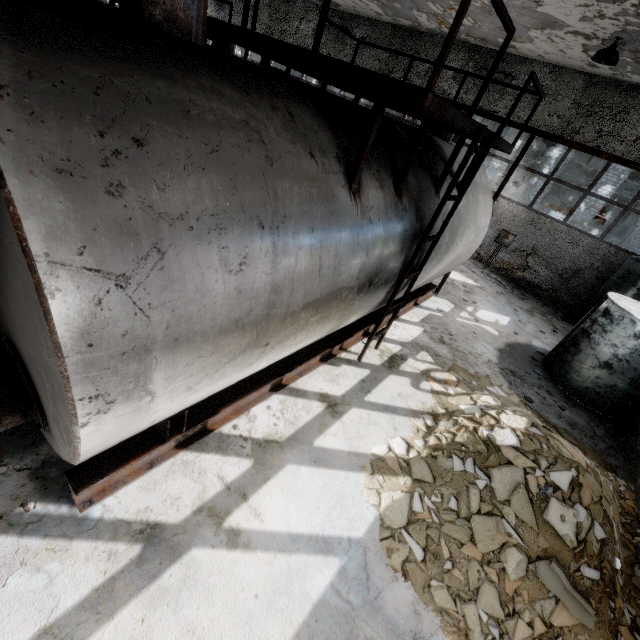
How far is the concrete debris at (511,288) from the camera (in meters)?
12.25

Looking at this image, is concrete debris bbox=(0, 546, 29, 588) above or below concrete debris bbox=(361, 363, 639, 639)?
below

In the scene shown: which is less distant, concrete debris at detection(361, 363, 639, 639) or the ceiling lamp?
concrete debris at detection(361, 363, 639, 639)

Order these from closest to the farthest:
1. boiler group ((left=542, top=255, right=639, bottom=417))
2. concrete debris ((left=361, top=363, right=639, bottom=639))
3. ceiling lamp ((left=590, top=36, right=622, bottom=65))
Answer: concrete debris ((left=361, top=363, right=639, bottom=639)) → boiler group ((left=542, top=255, right=639, bottom=417)) → ceiling lamp ((left=590, top=36, right=622, bottom=65))

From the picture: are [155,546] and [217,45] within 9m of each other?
no

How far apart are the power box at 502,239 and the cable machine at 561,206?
26.4 meters

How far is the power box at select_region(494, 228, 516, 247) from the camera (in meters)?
Result: 13.18

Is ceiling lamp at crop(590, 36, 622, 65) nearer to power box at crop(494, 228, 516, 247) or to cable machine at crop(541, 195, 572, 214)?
power box at crop(494, 228, 516, 247)
